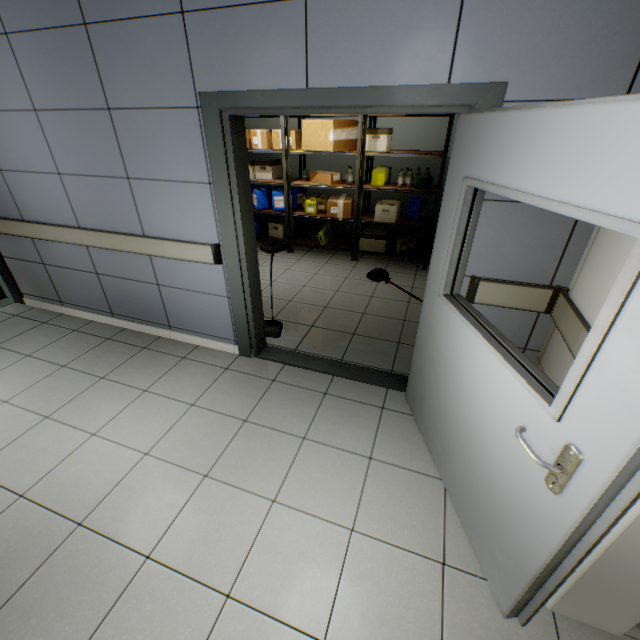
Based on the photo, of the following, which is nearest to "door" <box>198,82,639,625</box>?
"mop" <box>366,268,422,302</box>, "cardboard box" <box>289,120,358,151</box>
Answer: "mop" <box>366,268,422,302</box>

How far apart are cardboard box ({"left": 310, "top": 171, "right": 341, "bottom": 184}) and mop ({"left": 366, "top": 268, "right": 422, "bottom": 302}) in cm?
163

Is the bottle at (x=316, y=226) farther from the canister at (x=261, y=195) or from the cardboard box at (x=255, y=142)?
the cardboard box at (x=255, y=142)

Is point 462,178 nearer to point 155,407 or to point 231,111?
point 231,111

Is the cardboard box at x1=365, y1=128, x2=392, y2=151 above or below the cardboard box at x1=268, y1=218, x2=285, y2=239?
above

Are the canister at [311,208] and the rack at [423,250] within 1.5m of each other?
yes

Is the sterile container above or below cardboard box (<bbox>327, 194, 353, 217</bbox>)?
above

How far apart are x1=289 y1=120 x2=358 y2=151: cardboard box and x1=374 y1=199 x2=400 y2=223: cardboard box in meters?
1.0 m
